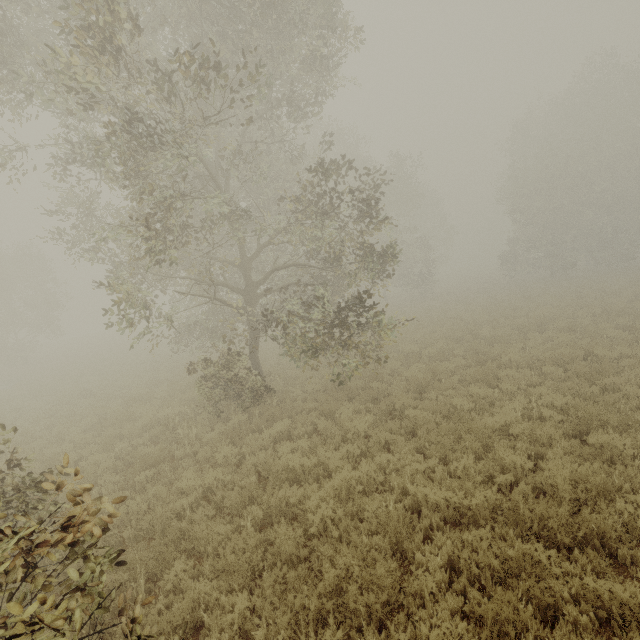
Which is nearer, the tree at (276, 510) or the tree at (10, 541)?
the tree at (10, 541)

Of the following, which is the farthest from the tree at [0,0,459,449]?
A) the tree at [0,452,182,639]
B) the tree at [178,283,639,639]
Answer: the tree at [178,283,639,639]

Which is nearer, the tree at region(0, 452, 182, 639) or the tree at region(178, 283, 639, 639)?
the tree at region(0, 452, 182, 639)

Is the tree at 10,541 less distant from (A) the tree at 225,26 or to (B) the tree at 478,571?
(A) the tree at 225,26

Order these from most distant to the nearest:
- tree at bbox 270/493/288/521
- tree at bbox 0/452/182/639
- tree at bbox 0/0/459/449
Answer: tree at bbox 0/0/459/449 < tree at bbox 270/493/288/521 < tree at bbox 0/452/182/639

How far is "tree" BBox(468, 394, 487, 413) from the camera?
8.8 meters

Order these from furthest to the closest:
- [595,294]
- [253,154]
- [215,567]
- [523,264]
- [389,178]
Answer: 1. [523,264]
2. [389,178]
3. [595,294]
4. [253,154]
5. [215,567]

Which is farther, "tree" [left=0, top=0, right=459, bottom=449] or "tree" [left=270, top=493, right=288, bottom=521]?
"tree" [left=0, top=0, right=459, bottom=449]
